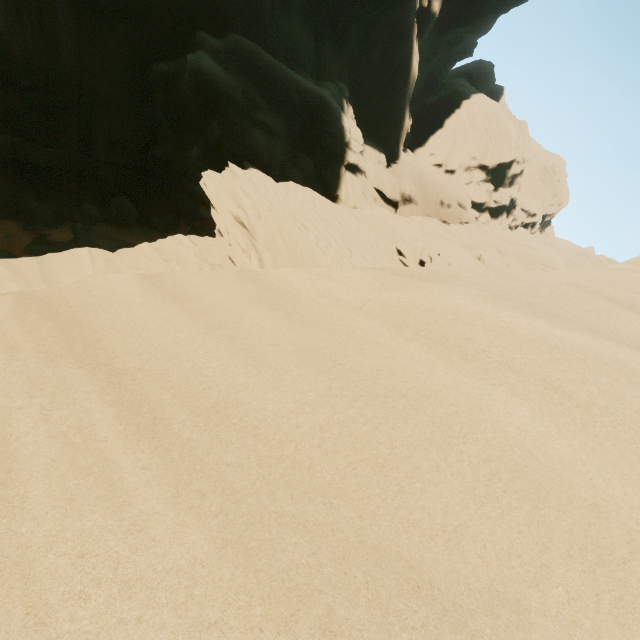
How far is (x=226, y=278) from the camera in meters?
3.1
